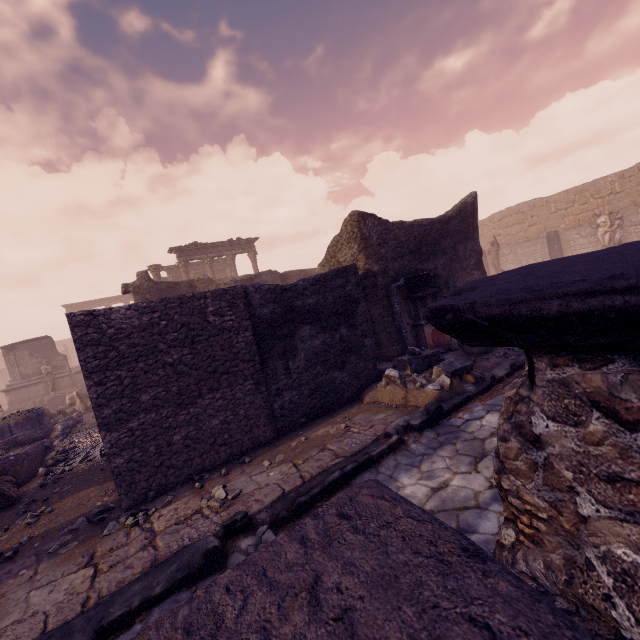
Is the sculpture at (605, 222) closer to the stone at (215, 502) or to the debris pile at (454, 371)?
the debris pile at (454, 371)

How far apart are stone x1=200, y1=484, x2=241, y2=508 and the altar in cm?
566

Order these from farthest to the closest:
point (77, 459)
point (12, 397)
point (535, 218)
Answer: point (535, 218) < point (12, 397) < point (77, 459)

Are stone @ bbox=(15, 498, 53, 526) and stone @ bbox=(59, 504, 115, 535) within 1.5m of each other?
yes

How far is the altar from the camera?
8.4m

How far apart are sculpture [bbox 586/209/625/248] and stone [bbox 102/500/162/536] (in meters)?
21.90

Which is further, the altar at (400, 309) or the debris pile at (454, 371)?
the altar at (400, 309)

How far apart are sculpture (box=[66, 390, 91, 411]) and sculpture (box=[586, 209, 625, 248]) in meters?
25.8
